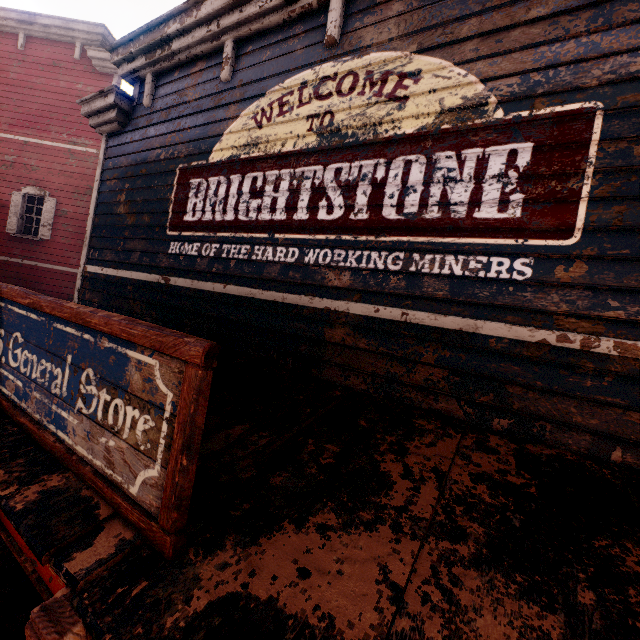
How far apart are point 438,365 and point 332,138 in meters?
2.7 m
